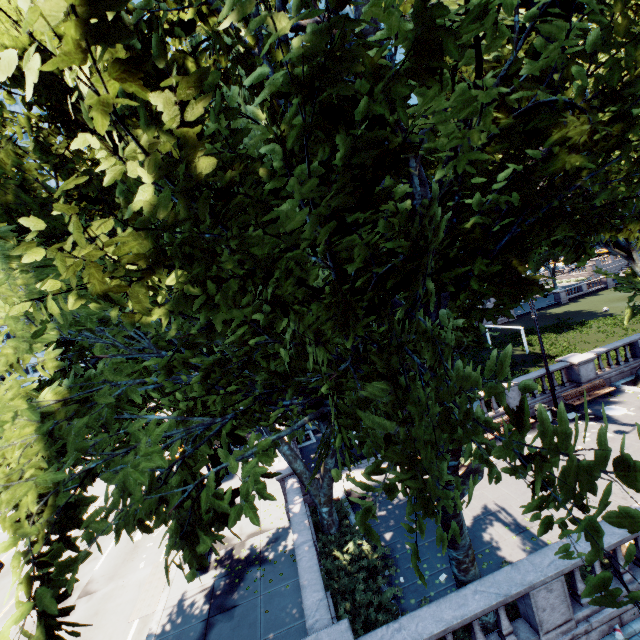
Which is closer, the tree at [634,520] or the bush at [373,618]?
the tree at [634,520]

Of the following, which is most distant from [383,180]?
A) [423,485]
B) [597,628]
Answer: [597,628]

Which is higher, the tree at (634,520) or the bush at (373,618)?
the tree at (634,520)

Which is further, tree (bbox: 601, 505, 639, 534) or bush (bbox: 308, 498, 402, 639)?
bush (bbox: 308, 498, 402, 639)

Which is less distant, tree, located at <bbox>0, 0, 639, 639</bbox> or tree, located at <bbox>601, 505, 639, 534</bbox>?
tree, located at <bbox>601, 505, 639, 534</bbox>
